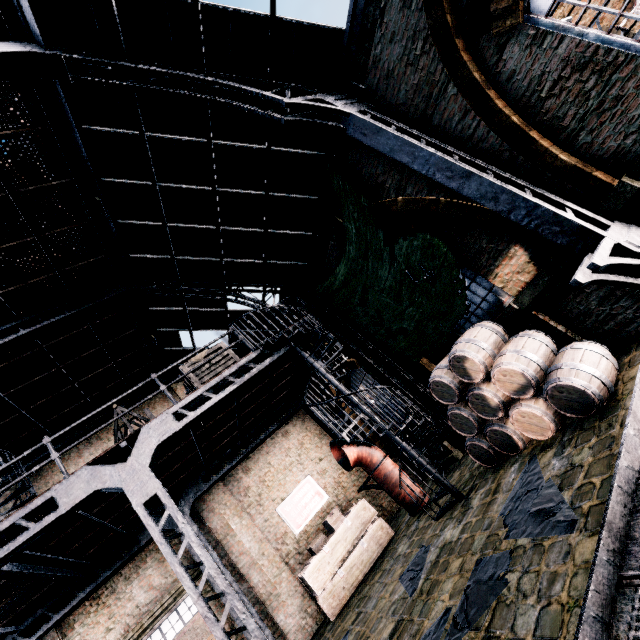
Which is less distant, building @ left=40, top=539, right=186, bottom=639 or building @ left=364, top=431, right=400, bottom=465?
building @ left=40, top=539, right=186, bottom=639

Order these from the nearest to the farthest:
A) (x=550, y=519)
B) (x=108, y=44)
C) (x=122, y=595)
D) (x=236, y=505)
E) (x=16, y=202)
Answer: (x=550, y=519) < (x=108, y=44) < (x=16, y=202) < (x=122, y=595) < (x=236, y=505)

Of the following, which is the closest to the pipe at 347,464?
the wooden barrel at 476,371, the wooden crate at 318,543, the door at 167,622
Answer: the wooden crate at 318,543

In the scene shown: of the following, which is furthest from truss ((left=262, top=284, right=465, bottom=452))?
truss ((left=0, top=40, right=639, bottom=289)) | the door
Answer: the door

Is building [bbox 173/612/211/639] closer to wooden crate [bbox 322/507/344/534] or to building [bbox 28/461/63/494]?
building [bbox 28/461/63/494]

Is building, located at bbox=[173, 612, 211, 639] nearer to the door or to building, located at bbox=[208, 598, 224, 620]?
building, located at bbox=[208, 598, 224, 620]

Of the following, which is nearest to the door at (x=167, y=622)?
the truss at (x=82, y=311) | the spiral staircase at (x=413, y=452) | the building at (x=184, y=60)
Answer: the building at (x=184, y=60)

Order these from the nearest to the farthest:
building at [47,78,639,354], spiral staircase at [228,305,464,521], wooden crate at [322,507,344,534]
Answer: building at [47,78,639,354] < spiral staircase at [228,305,464,521] < wooden crate at [322,507,344,534]
